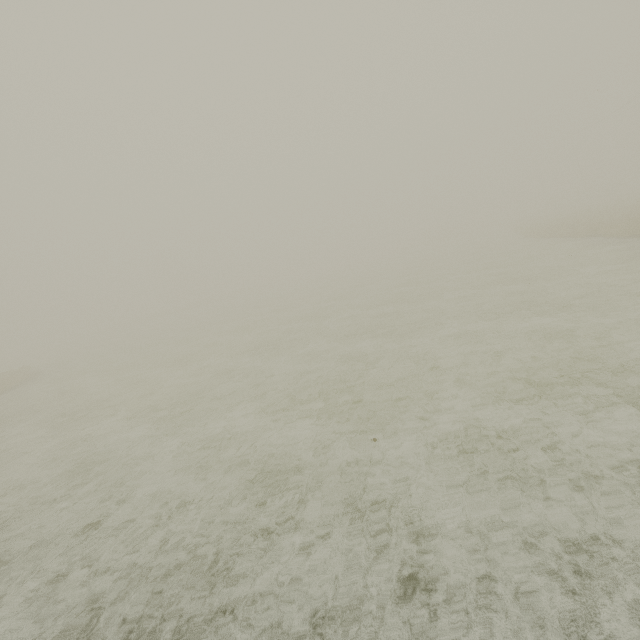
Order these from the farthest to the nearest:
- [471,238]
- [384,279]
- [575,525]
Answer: [471,238] → [384,279] → [575,525]
